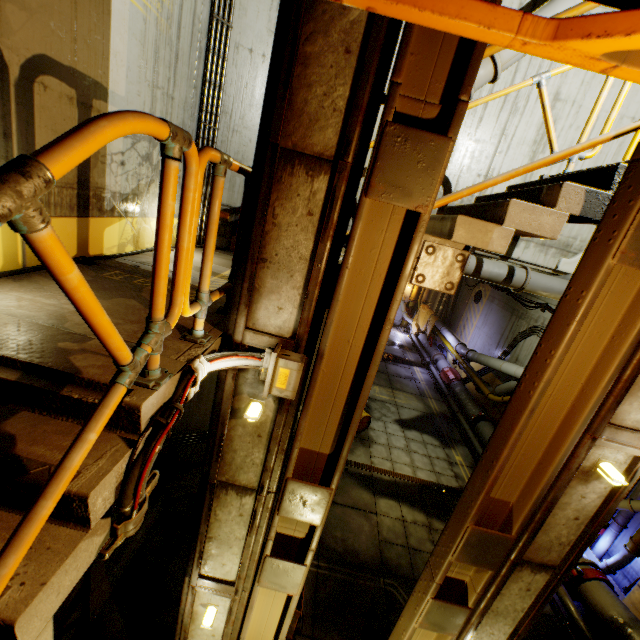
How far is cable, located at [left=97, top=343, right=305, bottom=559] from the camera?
1.6m

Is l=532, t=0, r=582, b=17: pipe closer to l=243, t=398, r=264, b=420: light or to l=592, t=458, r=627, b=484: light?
l=592, t=458, r=627, b=484: light

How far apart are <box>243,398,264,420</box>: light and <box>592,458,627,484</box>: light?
2.97m

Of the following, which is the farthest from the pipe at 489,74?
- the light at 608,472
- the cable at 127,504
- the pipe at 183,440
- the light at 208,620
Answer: the pipe at 183,440

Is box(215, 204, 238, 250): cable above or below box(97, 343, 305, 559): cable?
above

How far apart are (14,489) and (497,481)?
3.51m

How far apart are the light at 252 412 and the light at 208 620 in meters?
2.7

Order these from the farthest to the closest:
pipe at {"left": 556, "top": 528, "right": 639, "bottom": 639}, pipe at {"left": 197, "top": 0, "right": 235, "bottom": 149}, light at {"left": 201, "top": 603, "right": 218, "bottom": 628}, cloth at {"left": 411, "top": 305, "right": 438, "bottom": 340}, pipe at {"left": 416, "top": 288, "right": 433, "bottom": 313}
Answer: pipe at {"left": 416, "top": 288, "right": 433, "bottom": 313}, cloth at {"left": 411, "top": 305, "right": 438, "bottom": 340}, pipe at {"left": 556, "top": 528, "right": 639, "bottom": 639}, pipe at {"left": 197, "top": 0, "right": 235, "bottom": 149}, light at {"left": 201, "top": 603, "right": 218, "bottom": 628}
